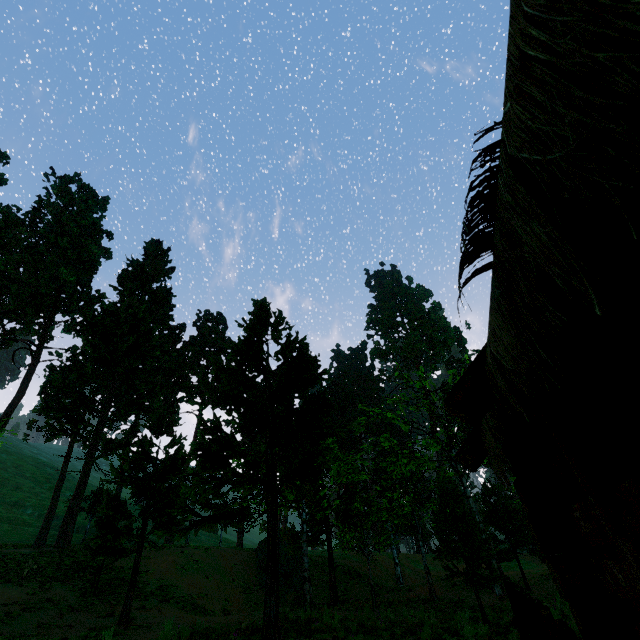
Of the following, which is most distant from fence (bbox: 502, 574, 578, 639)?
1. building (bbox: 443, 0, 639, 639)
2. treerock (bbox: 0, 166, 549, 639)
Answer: treerock (bbox: 0, 166, 549, 639)

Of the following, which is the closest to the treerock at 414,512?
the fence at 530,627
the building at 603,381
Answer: the building at 603,381

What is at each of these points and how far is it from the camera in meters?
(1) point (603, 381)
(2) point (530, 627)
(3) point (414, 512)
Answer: (1) building, 1.7
(2) fence, 4.7
(3) treerock, 20.3

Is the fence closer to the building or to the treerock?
the building

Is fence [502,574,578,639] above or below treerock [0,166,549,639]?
below
